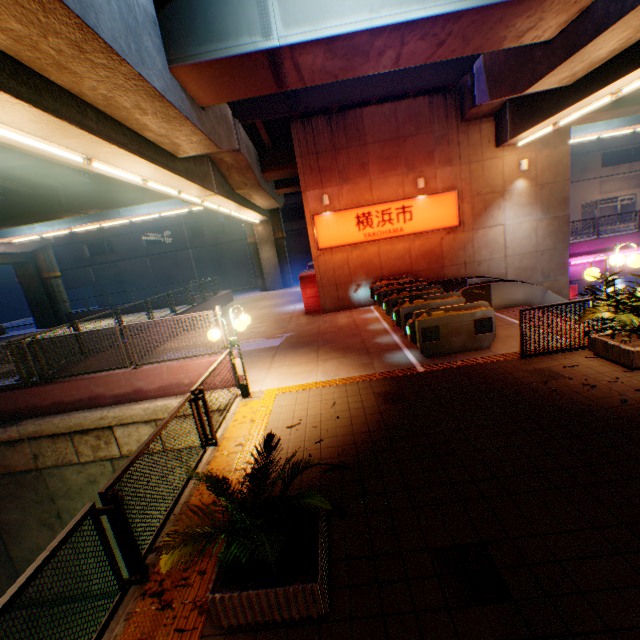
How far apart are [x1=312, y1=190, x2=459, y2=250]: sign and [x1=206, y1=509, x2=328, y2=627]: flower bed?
12.61m

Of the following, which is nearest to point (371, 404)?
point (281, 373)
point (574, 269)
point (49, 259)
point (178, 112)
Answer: point (281, 373)

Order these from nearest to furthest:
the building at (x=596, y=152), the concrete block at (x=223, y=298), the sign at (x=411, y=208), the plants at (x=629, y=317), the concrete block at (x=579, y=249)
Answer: the plants at (x=629, y=317), the sign at (x=411, y=208), the concrete block at (x=223, y=298), the concrete block at (x=579, y=249), the building at (x=596, y=152)

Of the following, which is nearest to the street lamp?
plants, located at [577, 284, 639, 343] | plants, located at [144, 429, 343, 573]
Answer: plants, located at [144, 429, 343, 573]

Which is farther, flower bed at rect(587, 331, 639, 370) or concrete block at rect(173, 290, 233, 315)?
concrete block at rect(173, 290, 233, 315)

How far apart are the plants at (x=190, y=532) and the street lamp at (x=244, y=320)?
3.5 meters

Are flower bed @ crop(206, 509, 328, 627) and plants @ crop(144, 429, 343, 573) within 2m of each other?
yes

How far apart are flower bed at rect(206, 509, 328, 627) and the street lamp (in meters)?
3.94
